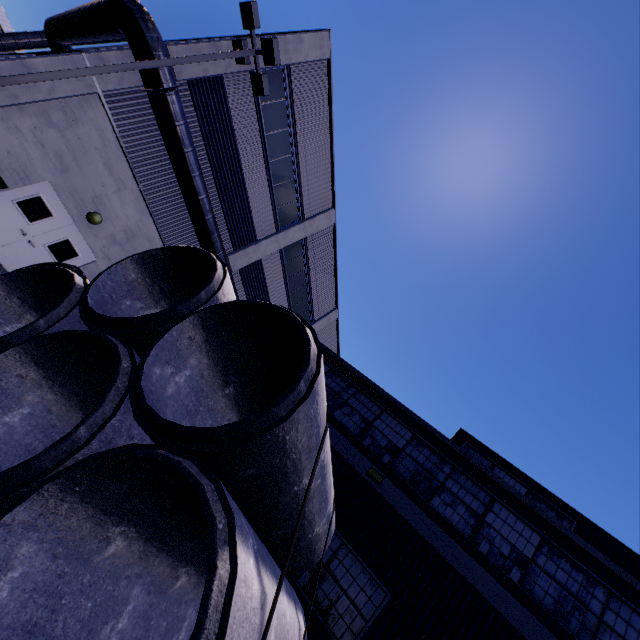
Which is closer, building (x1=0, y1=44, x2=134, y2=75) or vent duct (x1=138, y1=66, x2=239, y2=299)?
building (x1=0, y1=44, x2=134, y2=75)

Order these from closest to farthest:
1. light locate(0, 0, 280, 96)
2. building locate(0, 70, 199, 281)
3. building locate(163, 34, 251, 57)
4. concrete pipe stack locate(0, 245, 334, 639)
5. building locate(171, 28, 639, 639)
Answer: concrete pipe stack locate(0, 245, 334, 639) → building locate(171, 28, 639, 639) → light locate(0, 0, 280, 96) → building locate(0, 70, 199, 281) → building locate(163, 34, 251, 57)

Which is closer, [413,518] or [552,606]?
[552,606]

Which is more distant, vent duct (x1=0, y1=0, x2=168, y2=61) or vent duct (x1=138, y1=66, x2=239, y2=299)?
vent duct (x1=138, y1=66, x2=239, y2=299)

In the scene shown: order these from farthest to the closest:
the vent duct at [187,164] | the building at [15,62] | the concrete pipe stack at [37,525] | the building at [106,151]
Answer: the vent duct at [187,164], the building at [106,151], the building at [15,62], the concrete pipe stack at [37,525]

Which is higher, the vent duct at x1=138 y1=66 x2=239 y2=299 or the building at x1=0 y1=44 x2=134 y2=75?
the vent duct at x1=138 y1=66 x2=239 y2=299

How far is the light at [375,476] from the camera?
9.1 meters

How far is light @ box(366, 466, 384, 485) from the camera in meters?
9.1
